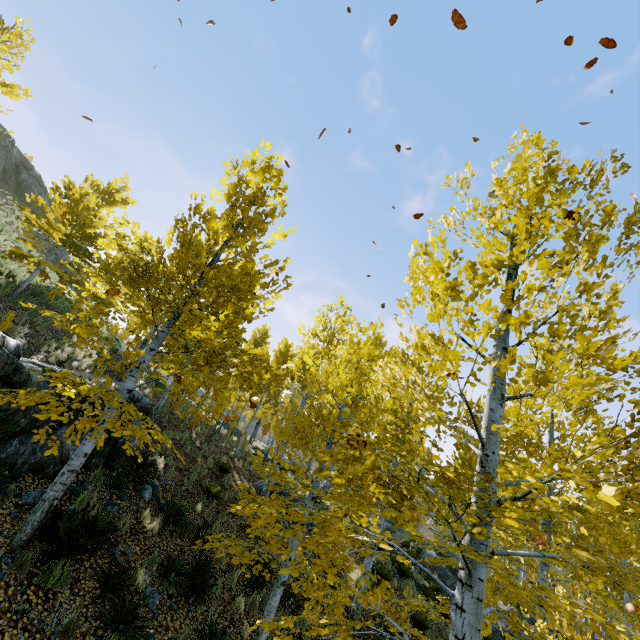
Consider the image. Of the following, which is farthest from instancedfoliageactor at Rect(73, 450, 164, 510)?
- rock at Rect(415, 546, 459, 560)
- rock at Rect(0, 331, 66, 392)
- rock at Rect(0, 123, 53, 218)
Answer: rock at Rect(0, 123, 53, 218)

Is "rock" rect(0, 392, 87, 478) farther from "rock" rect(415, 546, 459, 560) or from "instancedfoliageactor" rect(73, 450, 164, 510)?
"rock" rect(415, 546, 459, 560)

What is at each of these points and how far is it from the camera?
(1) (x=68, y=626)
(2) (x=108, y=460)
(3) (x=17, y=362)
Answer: (1) instancedfoliageactor, 4.59m
(2) rock, 8.56m
(3) rock, 5.95m

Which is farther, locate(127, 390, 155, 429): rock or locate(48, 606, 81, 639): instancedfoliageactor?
locate(127, 390, 155, 429): rock

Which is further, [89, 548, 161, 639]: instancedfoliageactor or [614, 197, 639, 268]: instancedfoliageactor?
[89, 548, 161, 639]: instancedfoliageactor

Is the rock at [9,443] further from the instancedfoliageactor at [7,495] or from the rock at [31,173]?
the rock at [31,173]

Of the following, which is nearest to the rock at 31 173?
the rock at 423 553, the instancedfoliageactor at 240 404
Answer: the instancedfoliageactor at 240 404
